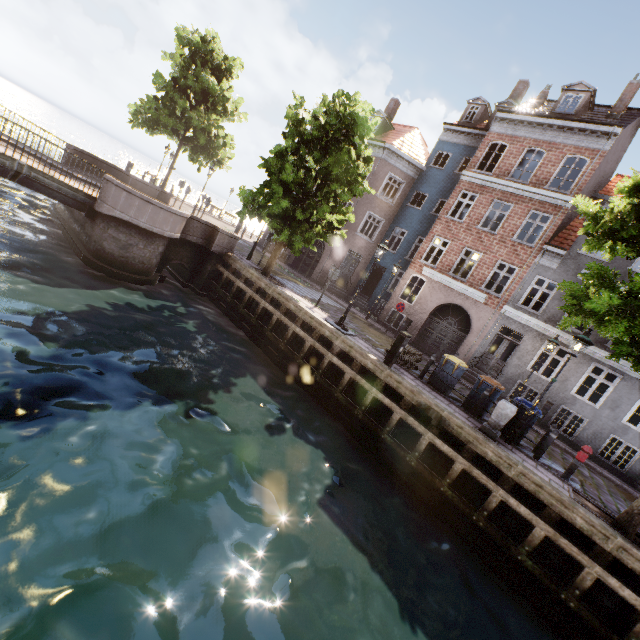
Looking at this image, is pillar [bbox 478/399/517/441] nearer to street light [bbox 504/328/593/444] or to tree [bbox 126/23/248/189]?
street light [bbox 504/328/593/444]

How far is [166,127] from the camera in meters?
20.2 m

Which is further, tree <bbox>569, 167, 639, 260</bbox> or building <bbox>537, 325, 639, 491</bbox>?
building <bbox>537, 325, 639, 491</bbox>

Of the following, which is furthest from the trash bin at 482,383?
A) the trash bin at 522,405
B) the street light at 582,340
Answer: the street light at 582,340

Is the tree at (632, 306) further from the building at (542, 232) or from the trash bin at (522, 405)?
the building at (542, 232)

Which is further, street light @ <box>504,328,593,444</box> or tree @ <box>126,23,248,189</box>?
tree @ <box>126,23,248,189</box>

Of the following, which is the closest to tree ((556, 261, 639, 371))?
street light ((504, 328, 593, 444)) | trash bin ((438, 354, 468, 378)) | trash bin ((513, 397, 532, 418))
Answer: street light ((504, 328, 593, 444))

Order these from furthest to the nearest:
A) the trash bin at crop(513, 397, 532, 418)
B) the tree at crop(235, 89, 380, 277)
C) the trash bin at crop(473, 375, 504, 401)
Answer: the tree at crop(235, 89, 380, 277)
the trash bin at crop(473, 375, 504, 401)
the trash bin at crop(513, 397, 532, 418)
